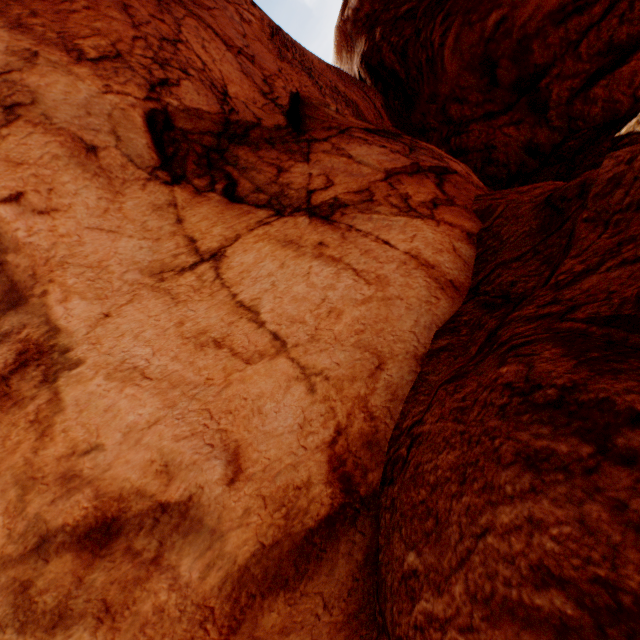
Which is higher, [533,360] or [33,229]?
[33,229]
